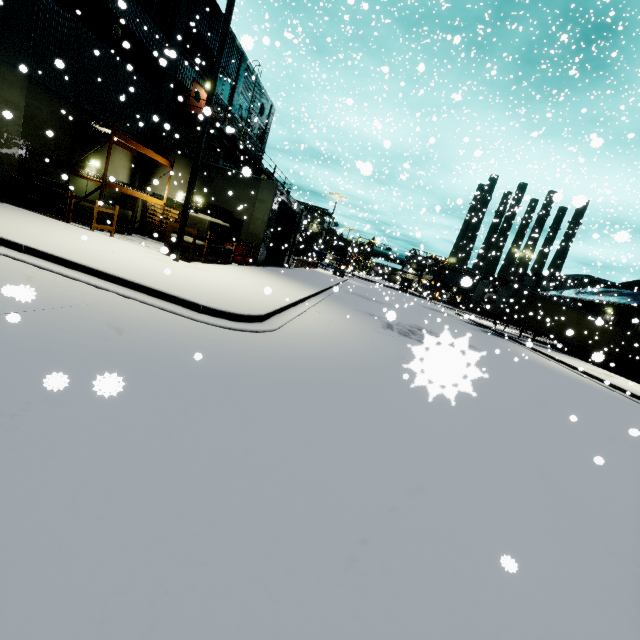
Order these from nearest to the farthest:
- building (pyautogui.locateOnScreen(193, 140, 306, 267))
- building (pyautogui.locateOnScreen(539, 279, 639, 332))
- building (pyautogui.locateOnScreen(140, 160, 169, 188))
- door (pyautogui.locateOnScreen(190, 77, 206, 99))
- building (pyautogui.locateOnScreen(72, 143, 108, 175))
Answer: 1. building (pyautogui.locateOnScreen(72, 143, 108, 175))
2. building (pyautogui.locateOnScreen(193, 140, 306, 267))
3. building (pyautogui.locateOnScreen(140, 160, 169, 188))
4. door (pyautogui.locateOnScreen(190, 77, 206, 99))
5. building (pyautogui.locateOnScreen(539, 279, 639, 332))

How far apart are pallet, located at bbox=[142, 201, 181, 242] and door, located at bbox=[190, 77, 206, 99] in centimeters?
846cm

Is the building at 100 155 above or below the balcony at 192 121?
below

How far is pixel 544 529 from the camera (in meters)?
3.20

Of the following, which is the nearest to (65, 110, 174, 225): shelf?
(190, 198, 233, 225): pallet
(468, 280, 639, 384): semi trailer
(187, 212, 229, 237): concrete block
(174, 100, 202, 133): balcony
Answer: (190, 198, 233, 225): pallet

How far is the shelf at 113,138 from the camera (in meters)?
14.35

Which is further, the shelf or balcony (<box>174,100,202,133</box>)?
balcony (<box>174,100,202,133</box>)

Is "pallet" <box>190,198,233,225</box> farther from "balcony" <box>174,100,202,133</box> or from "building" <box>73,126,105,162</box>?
"balcony" <box>174,100,202,133</box>
